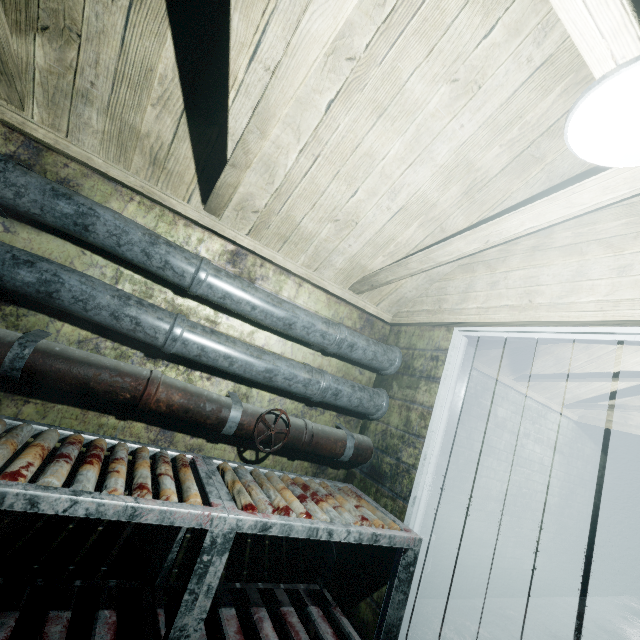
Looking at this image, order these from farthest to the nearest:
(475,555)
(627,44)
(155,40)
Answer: (475,555) < (155,40) < (627,44)

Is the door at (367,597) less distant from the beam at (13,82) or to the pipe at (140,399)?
the pipe at (140,399)

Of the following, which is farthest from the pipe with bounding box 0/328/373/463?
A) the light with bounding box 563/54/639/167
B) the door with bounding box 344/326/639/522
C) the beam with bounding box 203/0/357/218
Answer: the light with bounding box 563/54/639/167

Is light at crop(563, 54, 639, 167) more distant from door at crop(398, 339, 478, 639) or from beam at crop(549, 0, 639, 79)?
door at crop(398, 339, 478, 639)

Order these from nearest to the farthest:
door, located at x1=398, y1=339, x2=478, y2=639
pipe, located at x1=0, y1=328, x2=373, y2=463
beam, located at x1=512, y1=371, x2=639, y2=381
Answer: pipe, located at x1=0, y1=328, x2=373, y2=463 → door, located at x1=398, y1=339, x2=478, y2=639 → beam, located at x1=512, y1=371, x2=639, y2=381

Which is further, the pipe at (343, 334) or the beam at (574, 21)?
the pipe at (343, 334)

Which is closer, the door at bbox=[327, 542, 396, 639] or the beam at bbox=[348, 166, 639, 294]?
the beam at bbox=[348, 166, 639, 294]

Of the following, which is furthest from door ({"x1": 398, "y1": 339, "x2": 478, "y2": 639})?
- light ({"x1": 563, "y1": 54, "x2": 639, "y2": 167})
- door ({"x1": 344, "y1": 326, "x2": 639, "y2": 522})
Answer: light ({"x1": 563, "y1": 54, "x2": 639, "y2": 167})
